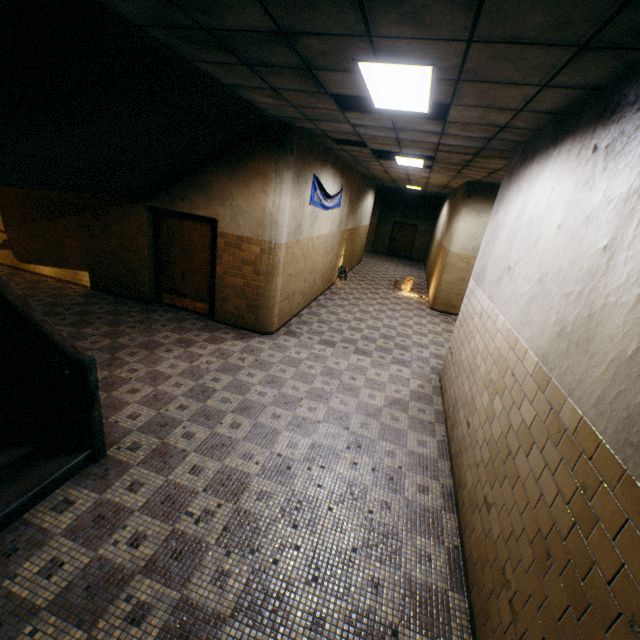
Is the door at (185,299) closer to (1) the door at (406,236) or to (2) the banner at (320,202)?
(2) the banner at (320,202)

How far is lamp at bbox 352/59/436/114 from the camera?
2.6m

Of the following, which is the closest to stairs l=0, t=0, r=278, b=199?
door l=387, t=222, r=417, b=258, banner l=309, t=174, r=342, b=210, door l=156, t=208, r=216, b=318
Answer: door l=156, t=208, r=216, b=318

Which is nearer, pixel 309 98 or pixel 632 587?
pixel 632 587

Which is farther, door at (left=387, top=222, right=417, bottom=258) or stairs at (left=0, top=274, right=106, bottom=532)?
door at (left=387, top=222, right=417, bottom=258)

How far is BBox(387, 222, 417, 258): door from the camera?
21.3m

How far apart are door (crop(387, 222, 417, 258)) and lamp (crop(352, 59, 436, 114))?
18.5 meters

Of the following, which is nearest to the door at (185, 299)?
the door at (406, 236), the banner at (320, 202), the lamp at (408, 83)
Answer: the banner at (320, 202)
